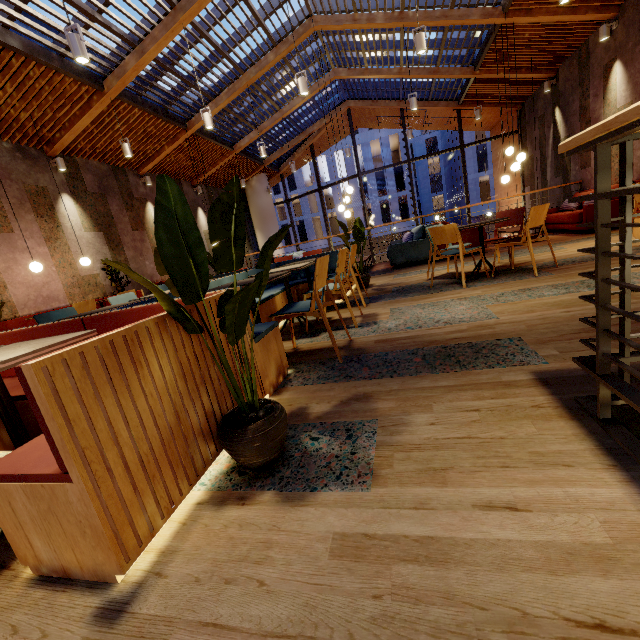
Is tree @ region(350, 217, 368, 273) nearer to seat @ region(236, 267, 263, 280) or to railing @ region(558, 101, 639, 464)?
seat @ region(236, 267, 263, 280)

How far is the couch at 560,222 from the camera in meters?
6.6

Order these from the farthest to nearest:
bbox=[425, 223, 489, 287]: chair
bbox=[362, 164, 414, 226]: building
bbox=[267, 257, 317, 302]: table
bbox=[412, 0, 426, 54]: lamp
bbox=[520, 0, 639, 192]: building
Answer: bbox=[362, 164, 414, 226]: building, bbox=[520, 0, 639, 192]: building, bbox=[412, 0, 426, 54]: lamp, bbox=[425, 223, 489, 287]: chair, bbox=[267, 257, 317, 302]: table

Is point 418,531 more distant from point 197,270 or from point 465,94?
point 465,94

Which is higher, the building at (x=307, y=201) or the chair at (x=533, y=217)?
the building at (x=307, y=201)

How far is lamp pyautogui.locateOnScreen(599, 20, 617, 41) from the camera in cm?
643

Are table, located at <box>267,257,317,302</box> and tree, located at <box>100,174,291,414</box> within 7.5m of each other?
yes

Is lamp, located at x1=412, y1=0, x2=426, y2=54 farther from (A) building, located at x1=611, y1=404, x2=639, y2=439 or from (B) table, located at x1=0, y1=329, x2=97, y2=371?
(B) table, located at x1=0, y1=329, x2=97, y2=371
